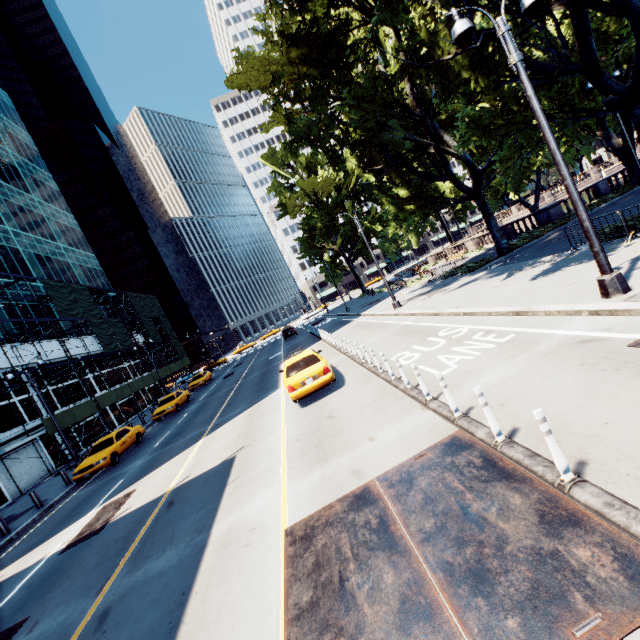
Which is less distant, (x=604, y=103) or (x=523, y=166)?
(x=604, y=103)

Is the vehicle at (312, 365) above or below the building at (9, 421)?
below

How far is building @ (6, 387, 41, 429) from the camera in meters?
24.9 m

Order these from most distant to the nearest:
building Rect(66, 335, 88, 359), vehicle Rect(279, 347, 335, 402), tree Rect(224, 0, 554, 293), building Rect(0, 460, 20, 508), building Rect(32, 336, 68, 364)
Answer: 1. building Rect(66, 335, 88, 359)
2. building Rect(32, 336, 68, 364)
3. building Rect(0, 460, 20, 508)
4. tree Rect(224, 0, 554, 293)
5. vehicle Rect(279, 347, 335, 402)

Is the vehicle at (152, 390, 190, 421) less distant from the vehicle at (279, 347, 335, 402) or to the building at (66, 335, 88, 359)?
the building at (66, 335, 88, 359)

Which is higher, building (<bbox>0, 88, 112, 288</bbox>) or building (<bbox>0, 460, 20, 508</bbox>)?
building (<bbox>0, 88, 112, 288</bbox>)

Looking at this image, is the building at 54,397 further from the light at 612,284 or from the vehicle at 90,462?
the light at 612,284

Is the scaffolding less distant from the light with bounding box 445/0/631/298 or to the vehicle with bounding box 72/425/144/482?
the vehicle with bounding box 72/425/144/482
